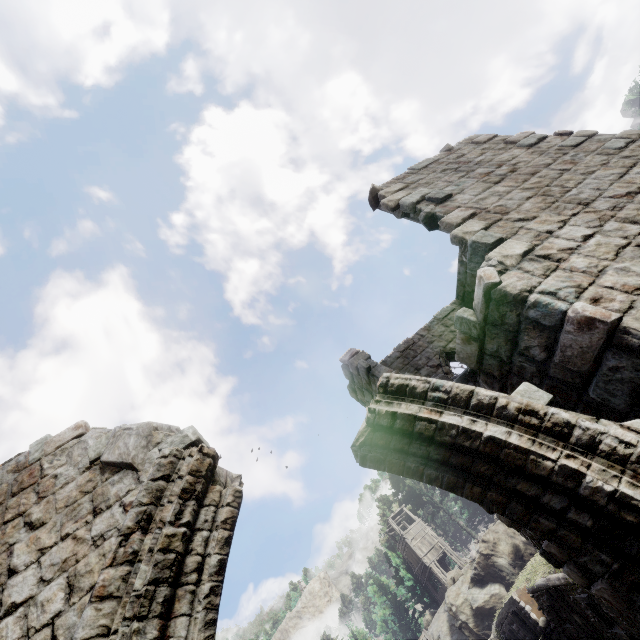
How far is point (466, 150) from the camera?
8.1m

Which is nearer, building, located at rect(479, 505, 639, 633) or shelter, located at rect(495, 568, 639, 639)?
building, located at rect(479, 505, 639, 633)

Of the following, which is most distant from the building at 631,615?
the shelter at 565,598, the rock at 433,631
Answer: the rock at 433,631

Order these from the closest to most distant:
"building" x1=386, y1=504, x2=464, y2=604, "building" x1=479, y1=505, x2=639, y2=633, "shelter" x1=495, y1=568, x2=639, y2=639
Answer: "building" x1=479, y1=505, x2=639, y2=633 < "shelter" x1=495, y1=568, x2=639, y2=639 < "building" x1=386, y1=504, x2=464, y2=604

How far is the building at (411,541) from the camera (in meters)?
33.94

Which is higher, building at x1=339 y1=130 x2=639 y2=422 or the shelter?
building at x1=339 y1=130 x2=639 y2=422

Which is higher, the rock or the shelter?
the rock

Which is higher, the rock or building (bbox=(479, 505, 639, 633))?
the rock
